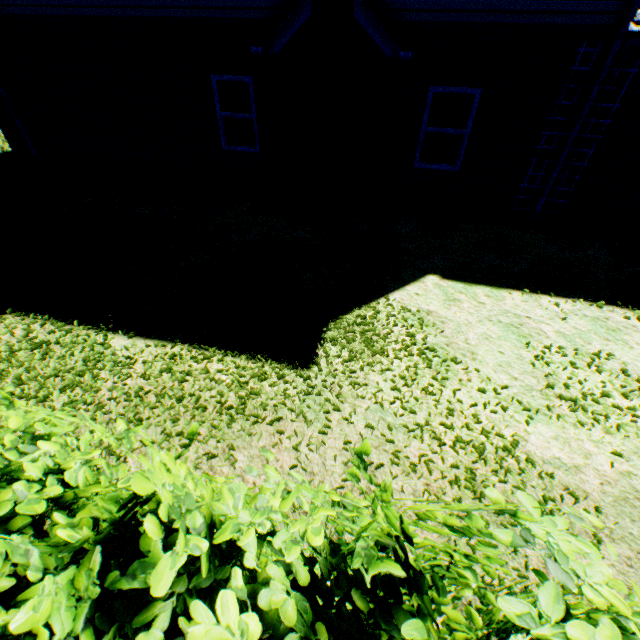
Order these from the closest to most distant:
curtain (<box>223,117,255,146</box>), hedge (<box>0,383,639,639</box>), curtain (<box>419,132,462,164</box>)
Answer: hedge (<box>0,383,639,639</box>) → curtain (<box>419,132,462,164</box>) → curtain (<box>223,117,255,146</box>)

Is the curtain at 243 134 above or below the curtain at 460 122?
below

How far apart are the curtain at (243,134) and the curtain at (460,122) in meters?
3.9

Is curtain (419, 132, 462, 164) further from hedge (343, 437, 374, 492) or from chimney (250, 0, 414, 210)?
hedge (343, 437, 374, 492)

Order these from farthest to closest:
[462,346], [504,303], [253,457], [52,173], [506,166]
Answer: [52,173], [506,166], [504,303], [462,346], [253,457]

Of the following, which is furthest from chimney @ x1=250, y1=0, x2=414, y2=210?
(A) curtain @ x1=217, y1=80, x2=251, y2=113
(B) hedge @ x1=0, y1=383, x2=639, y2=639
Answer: (B) hedge @ x1=0, y1=383, x2=639, y2=639

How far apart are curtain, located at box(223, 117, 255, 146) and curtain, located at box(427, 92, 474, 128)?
3.9m

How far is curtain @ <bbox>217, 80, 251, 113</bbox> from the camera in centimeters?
775cm
